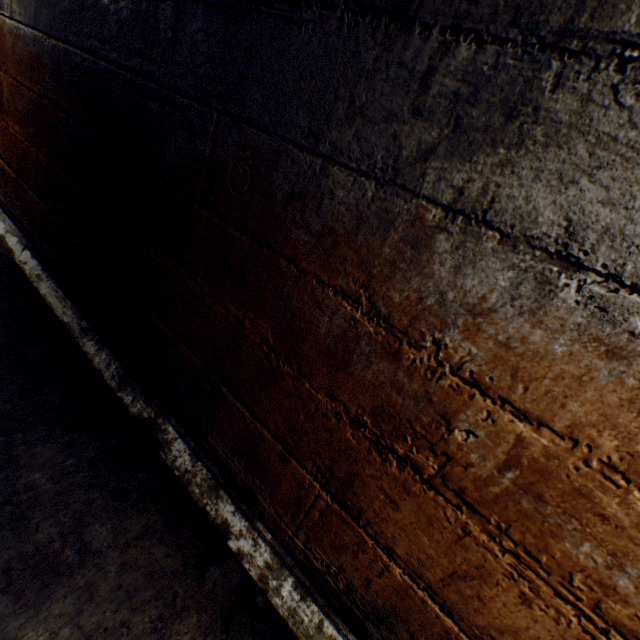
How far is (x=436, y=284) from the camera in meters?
0.8
